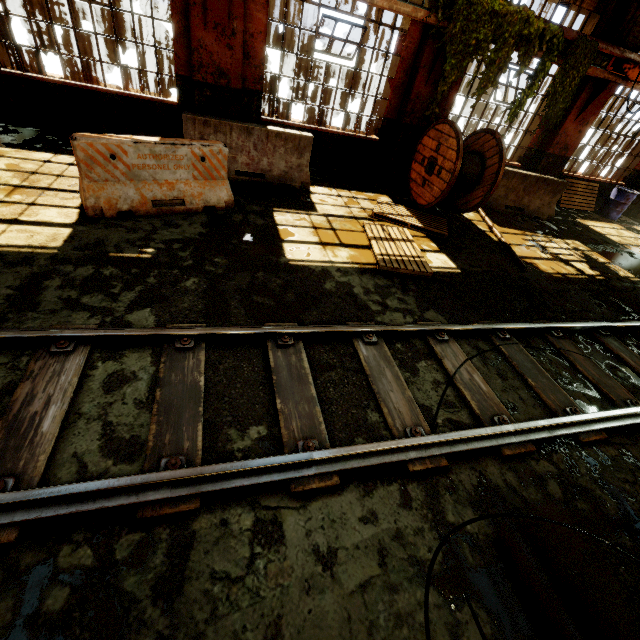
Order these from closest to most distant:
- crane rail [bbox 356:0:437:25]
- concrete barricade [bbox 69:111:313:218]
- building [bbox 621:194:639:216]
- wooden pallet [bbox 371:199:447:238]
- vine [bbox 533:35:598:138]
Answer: concrete barricade [bbox 69:111:313:218]
crane rail [bbox 356:0:437:25]
wooden pallet [bbox 371:199:447:238]
vine [bbox 533:35:598:138]
building [bbox 621:194:639:216]

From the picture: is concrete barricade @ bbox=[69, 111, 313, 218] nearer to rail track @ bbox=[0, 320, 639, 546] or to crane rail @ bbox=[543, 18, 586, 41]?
rail track @ bbox=[0, 320, 639, 546]

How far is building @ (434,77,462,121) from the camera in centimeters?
Answer: 806cm

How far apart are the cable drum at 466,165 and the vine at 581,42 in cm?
218

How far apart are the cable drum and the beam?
3.4 meters

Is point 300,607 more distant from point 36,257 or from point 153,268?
point 36,257

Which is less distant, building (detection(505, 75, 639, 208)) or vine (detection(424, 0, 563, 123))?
vine (detection(424, 0, 563, 123))

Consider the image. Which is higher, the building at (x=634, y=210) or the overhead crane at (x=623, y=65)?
the overhead crane at (x=623, y=65)
